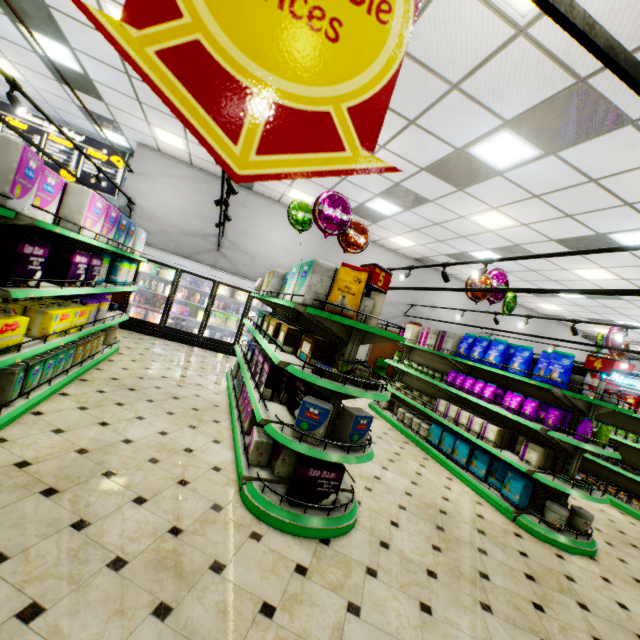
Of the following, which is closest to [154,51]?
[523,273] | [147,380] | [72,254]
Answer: [72,254]

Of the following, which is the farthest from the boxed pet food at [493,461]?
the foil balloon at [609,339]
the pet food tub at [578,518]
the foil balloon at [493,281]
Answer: the foil balloon at [609,339]

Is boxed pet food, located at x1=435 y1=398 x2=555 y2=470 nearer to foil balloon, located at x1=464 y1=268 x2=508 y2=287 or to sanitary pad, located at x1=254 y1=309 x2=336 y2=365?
foil balloon, located at x1=464 y1=268 x2=508 y2=287

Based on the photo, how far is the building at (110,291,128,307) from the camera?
9.1m

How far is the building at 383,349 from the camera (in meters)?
11.91

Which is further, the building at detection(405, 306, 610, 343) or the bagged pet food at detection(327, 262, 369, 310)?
the building at detection(405, 306, 610, 343)

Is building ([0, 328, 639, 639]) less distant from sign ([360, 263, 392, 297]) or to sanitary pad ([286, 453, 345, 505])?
sanitary pad ([286, 453, 345, 505])

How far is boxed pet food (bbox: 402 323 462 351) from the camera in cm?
641
